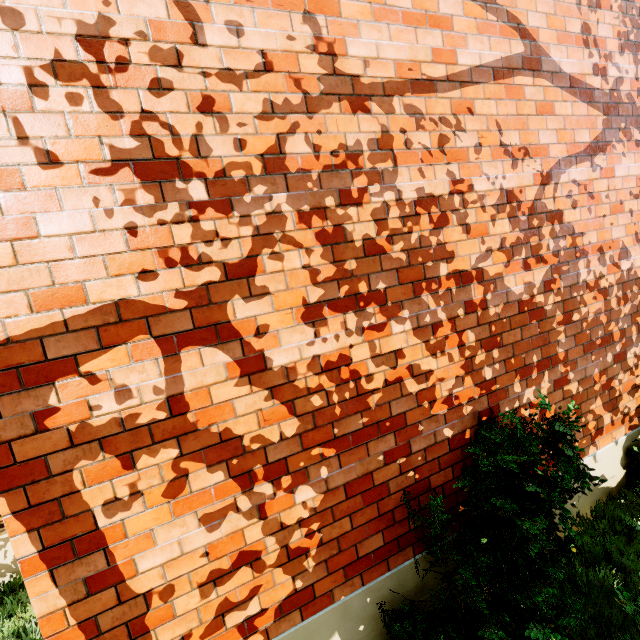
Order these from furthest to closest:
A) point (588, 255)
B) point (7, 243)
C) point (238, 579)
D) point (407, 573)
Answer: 1. point (588, 255)
2. point (407, 573)
3. point (238, 579)
4. point (7, 243)
